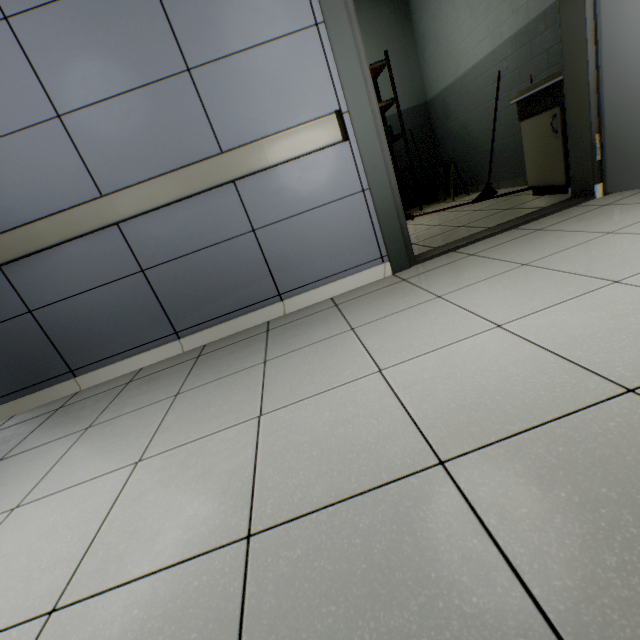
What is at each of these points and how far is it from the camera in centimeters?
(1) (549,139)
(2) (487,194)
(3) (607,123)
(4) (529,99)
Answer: (1) cabinet, 279cm
(2) mop, 419cm
(3) door, 219cm
(4) sink, 291cm

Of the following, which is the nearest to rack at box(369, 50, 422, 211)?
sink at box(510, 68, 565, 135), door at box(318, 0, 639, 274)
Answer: sink at box(510, 68, 565, 135)

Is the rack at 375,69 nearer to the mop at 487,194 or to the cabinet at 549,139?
the mop at 487,194

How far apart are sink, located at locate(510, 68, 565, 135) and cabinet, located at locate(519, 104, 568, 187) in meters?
0.0

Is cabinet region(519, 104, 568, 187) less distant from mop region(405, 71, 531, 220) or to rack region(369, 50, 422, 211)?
mop region(405, 71, 531, 220)

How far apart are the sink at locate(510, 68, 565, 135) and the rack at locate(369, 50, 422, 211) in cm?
209

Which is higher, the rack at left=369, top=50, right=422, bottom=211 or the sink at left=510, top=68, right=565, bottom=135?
the rack at left=369, top=50, right=422, bottom=211

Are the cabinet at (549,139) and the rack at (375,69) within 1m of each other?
no
